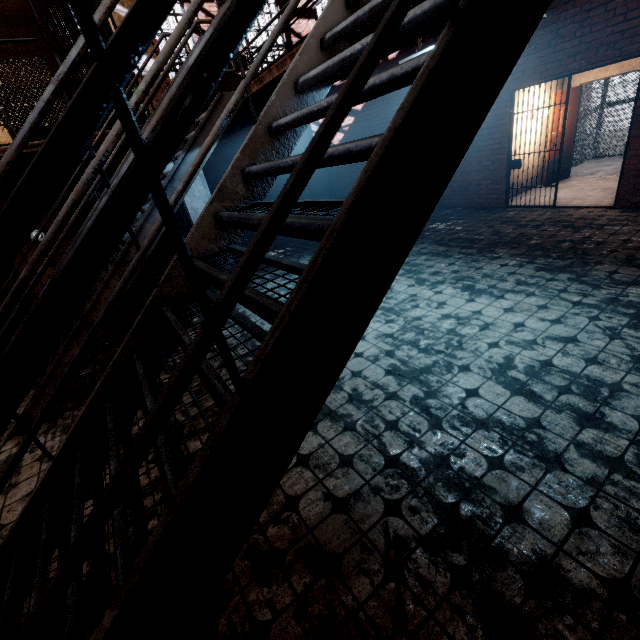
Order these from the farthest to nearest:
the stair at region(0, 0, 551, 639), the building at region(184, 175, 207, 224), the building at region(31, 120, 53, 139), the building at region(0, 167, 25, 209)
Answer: the building at region(31, 120, 53, 139), the building at region(184, 175, 207, 224), the building at region(0, 167, 25, 209), the stair at region(0, 0, 551, 639)

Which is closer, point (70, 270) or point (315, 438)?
point (70, 270)

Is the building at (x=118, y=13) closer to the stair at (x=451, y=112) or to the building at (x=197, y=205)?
the building at (x=197, y=205)

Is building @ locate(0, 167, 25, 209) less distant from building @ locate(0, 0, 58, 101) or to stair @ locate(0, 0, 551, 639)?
building @ locate(0, 0, 58, 101)

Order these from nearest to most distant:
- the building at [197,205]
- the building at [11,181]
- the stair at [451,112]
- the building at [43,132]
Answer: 1. the stair at [451,112]
2. the building at [11,181]
3. the building at [197,205]
4. the building at [43,132]
